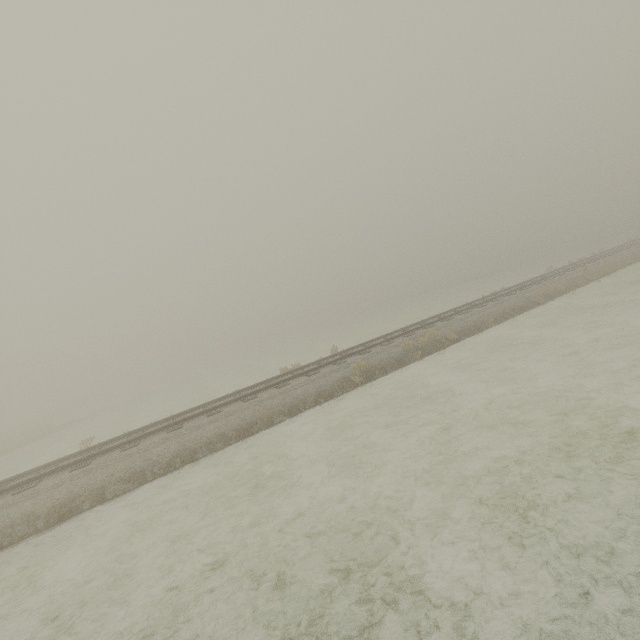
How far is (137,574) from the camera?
6.1 meters
